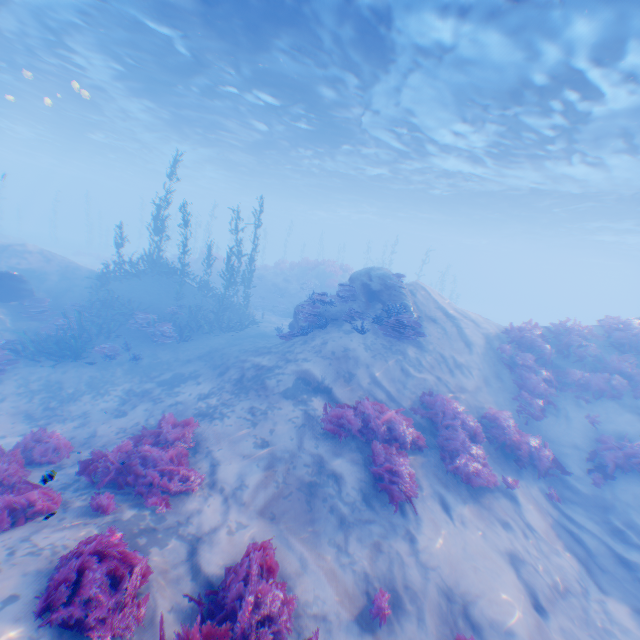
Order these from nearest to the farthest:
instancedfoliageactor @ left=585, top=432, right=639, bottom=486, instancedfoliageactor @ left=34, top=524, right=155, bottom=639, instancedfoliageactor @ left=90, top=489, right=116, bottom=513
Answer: instancedfoliageactor @ left=34, top=524, right=155, bottom=639
instancedfoliageactor @ left=90, top=489, right=116, bottom=513
instancedfoliageactor @ left=585, top=432, right=639, bottom=486

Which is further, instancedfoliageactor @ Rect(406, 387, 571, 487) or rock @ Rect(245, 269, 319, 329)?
rock @ Rect(245, 269, 319, 329)

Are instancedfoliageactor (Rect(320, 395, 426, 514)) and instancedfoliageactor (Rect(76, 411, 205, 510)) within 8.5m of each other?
yes

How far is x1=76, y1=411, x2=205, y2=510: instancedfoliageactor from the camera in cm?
617

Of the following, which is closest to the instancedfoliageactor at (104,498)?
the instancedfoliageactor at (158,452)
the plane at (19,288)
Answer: the instancedfoliageactor at (158,452)

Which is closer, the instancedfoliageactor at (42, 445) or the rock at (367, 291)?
the instancedfoliageactor at (42, 445)

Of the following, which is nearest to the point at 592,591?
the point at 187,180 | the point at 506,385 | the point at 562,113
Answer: the point at 506,385

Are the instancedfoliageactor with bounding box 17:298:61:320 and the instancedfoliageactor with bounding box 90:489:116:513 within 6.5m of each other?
no
